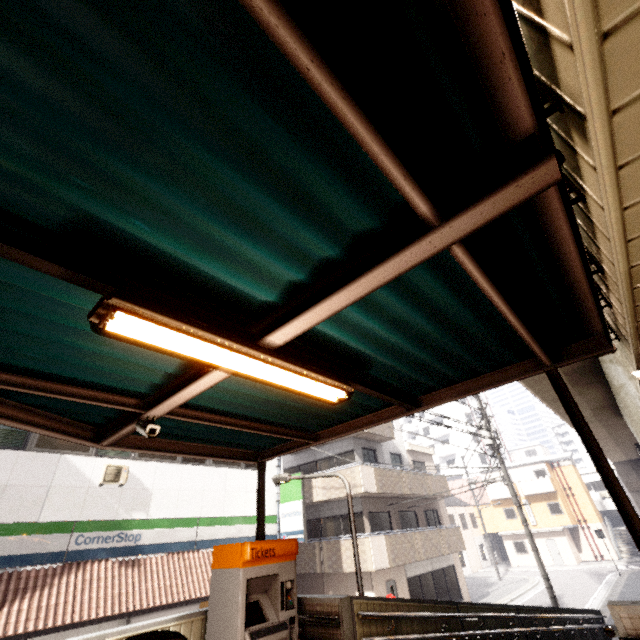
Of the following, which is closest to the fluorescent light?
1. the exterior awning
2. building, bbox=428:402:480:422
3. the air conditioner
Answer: the exterior awning

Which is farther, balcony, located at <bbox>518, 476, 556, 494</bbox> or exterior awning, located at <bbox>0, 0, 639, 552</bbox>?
balcony, located at <bbox>518, 476, 556, 494</bbox>

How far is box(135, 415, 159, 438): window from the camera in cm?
301

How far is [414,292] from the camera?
2.3 meters

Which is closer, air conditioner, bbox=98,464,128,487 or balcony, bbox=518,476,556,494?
air conditioner, bbox=98,464,128,487

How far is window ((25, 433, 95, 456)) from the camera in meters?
9.6

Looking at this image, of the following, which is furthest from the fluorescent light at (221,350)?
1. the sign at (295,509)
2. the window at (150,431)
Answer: the sign at (295,509)

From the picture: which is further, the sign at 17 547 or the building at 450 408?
the building at 450 408
